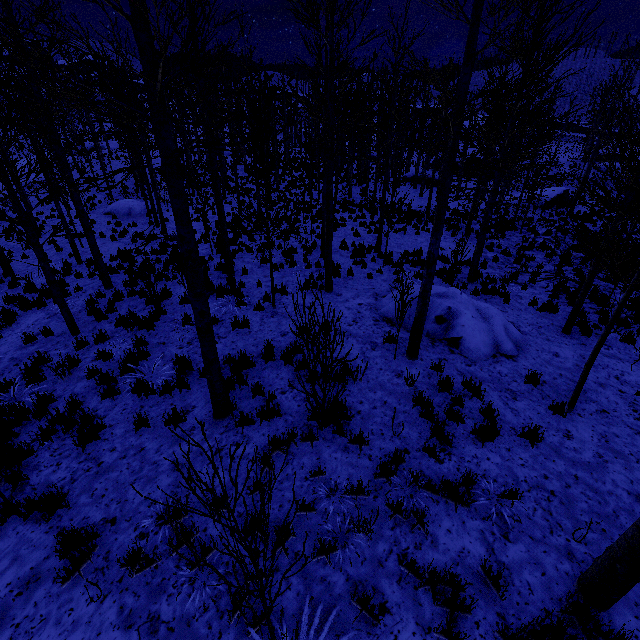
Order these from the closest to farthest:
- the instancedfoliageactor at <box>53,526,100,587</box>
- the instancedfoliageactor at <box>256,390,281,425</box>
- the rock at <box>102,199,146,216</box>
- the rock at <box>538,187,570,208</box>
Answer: the instancedfoliageactor at <box>53,526,100,587</box>, the instancedfoliageactor at <box>256,390,281,425</box>, the rock at <box>102,199,146,216</box>, the rock at <box>538,187,570,208</box>

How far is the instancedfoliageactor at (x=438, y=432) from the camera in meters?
5.2

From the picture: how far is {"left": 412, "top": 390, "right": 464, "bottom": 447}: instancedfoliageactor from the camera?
5.23m

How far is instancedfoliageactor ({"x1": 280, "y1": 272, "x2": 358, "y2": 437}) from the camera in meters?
4.3 m

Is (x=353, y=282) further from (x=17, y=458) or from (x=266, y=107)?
(x=266, y=107)

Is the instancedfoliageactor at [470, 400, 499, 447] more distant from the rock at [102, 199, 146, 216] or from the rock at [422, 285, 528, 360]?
the rock at [102, 199, 146, 216]

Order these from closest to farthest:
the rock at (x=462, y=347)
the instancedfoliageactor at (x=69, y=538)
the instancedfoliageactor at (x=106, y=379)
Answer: the instancedfoliageactor at (x=69, y=538) < the instancedfoliageactor at (x=106, y=379) < the rock at (x=462, y=347)
